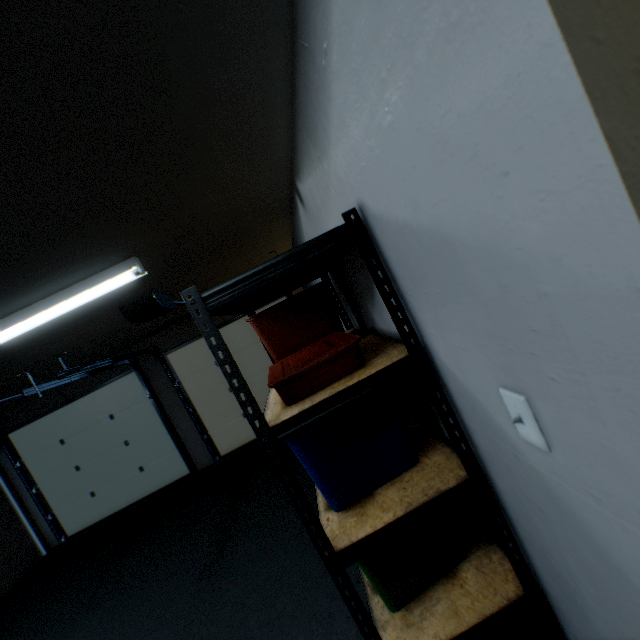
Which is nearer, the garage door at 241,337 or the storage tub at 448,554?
the storage tub at 448,554

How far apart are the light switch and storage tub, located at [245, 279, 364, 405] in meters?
0.6 m

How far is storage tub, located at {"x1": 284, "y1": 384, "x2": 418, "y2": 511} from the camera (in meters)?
1.19

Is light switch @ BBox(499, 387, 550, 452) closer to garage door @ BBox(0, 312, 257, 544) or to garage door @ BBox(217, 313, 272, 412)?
garage door @ BBox(217, 313, 272, 412)

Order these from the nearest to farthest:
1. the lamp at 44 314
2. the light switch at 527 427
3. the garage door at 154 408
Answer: the light switch at 527 427
the lamp at 44 314
the garage door at 154 408

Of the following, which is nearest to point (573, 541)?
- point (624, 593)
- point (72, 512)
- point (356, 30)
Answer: point (624, 593)

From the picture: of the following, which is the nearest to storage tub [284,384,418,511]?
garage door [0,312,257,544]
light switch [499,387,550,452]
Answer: light switch [499,387,550,452]

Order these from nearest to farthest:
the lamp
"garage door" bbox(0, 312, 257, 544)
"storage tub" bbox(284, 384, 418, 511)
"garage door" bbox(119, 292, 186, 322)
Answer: "storage tub" bbox(284, 384, 418, 511), the lamp, "garage door" bbox(119, 292, 186, 322), "garage door" bbox(0, 312, 257, 544)
